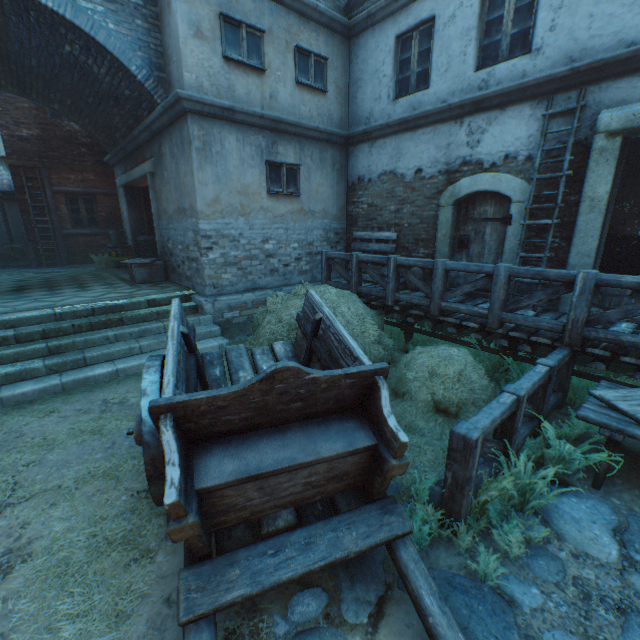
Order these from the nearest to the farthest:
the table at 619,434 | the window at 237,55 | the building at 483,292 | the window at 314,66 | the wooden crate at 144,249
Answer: the table at 619,434
the window at 237,55
the building at 483,292
the window at 314,66
the wooden crate at 144,249

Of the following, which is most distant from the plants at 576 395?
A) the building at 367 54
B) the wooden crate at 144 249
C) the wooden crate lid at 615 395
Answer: the wooden crate at 144 249

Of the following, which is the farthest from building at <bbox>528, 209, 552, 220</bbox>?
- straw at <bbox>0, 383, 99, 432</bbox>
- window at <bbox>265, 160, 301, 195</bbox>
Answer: straw at <bbox>0, 383, 99, 432</bbox>

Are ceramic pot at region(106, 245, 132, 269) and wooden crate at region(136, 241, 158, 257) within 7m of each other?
yes

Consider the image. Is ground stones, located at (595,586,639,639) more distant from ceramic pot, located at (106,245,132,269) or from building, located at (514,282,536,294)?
ceramic pot, located at (106,245,132,269)

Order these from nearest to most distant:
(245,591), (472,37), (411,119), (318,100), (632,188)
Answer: (245,591) → (472,37) → (632,188) → (411,119) → (318,100)

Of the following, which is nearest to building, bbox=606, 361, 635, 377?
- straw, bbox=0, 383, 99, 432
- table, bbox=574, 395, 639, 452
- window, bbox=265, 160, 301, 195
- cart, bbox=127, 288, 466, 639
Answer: window, bbox=265, 160, 301, 195

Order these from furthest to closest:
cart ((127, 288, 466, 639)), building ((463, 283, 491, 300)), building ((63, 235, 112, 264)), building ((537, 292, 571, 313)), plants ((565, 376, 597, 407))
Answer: building ((63, 235, 112, 264)) → building ((463, 283, 491, 300)) → building ((537, 292, 571, 313)) → plants ((565, 376, 597, 407)) → cart ((127, 288, 466, 639))
